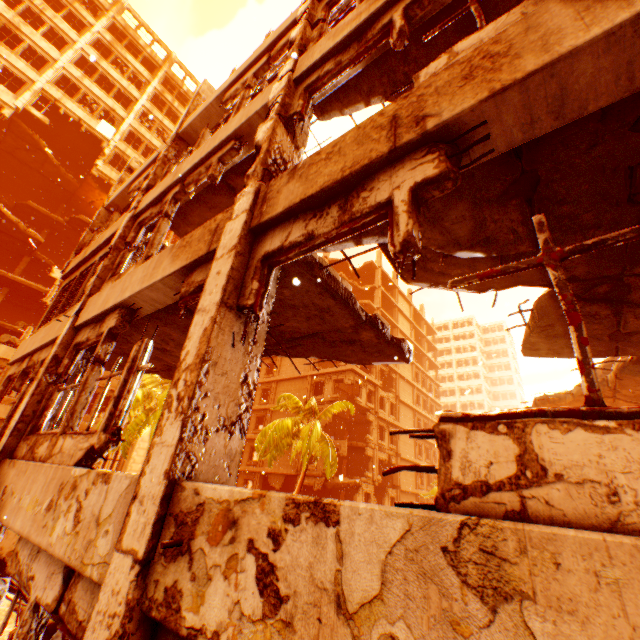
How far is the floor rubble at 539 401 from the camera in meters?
7.6 m

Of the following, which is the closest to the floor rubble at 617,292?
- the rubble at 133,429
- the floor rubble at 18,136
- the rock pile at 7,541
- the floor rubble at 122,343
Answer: the floor rubble at 122,343

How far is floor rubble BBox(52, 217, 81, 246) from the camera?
26.2 meters

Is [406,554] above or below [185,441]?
below

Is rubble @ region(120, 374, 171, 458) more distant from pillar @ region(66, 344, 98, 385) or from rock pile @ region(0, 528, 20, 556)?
pillar @ region(66, 344, 98, 385)

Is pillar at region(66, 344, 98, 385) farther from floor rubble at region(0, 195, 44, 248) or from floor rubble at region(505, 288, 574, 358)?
floor rubble at region(0, 195, 44, 248)

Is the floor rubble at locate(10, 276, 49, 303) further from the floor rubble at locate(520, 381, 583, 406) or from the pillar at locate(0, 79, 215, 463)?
the floor rubble at locate(520, 381, 583, 406)

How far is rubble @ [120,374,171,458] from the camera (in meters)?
17.12
